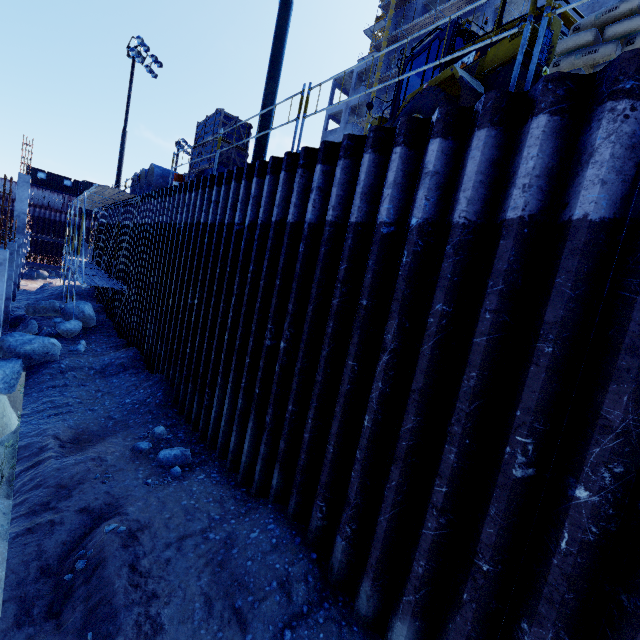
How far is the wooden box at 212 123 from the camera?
10.4m

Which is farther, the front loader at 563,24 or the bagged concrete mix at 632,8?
the front loader at 563,24

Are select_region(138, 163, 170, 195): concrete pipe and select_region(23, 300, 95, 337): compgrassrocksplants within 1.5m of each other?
no

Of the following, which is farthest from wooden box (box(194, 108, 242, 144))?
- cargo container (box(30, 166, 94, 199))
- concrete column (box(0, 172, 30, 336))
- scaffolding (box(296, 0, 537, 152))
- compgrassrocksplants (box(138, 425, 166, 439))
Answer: cargo container (box(30, 166, 94, 199))

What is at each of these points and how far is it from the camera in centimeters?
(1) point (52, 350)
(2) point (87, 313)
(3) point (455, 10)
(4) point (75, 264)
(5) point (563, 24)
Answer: (1) compgrassrocksplants, 1104cm
(2) compgrassrocksplants, 1526cm
(3) scaffolding, 2898cm
(4) scaffolding, 1619cm
(5) front loader, 548cm

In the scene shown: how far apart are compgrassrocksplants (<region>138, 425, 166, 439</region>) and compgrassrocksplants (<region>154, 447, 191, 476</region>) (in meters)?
0.58

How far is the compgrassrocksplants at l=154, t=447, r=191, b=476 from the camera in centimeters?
604cm

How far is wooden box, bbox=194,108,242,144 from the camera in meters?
10.4 m
